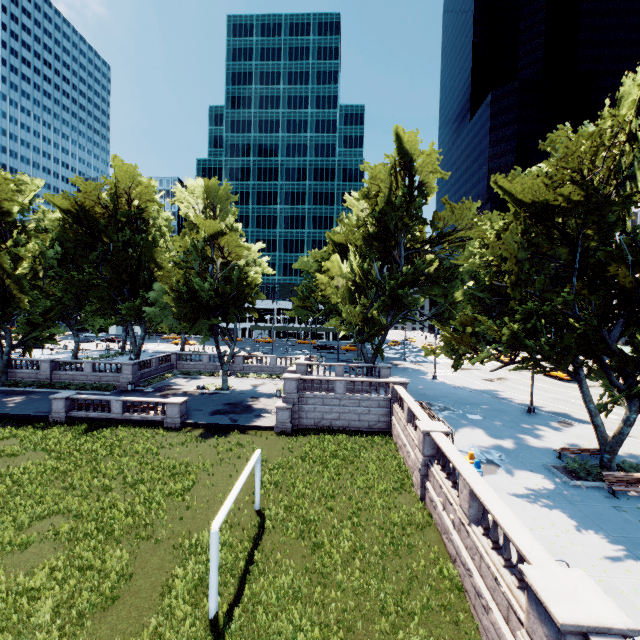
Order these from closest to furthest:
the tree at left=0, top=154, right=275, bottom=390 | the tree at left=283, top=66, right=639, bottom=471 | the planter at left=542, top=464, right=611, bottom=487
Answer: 1. the tree at left=283, top=66, right=639, bottom=471
2. the planter at left=542, top=464, right=611, bottom=487
3. the tree at left=0, top=154, right=275, bottom=390

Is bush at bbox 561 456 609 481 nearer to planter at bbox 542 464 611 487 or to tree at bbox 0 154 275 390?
planter at bbox 542 464 611 487

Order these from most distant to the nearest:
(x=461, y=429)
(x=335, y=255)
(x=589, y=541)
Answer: (x=335, y=255) → (x=461, y=429) → (x=589, y=541)

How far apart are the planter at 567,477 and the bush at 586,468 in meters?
0.2 m

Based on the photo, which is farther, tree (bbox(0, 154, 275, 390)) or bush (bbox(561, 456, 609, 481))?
tree (bbox(0, 154, 275, 390))

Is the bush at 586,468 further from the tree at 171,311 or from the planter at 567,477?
the tree at 171,311

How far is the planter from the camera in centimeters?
1530cm
